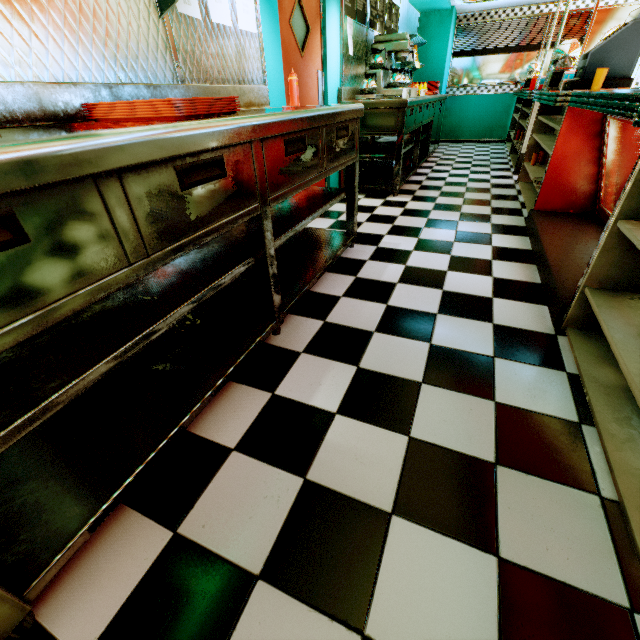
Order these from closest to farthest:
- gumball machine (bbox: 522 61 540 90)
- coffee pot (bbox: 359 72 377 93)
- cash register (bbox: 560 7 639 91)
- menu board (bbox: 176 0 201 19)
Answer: menu board (bbox: 176 0 201 19), cash register (bbox: 560 7 639 91), coffee pot (bbox: 359 72 377 93), gumball machine (bbox: 522 61 540 90)

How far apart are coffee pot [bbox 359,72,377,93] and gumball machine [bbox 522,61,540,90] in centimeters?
446cm

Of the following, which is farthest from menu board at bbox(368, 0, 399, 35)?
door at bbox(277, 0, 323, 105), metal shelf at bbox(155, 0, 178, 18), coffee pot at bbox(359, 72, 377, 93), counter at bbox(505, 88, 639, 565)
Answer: metal shelf at bbox(155, 0, 178, 18)

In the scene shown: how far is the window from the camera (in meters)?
7.51

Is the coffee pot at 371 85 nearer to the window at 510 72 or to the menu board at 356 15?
the menu board at 356 15

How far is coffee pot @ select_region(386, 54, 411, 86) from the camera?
4.48m

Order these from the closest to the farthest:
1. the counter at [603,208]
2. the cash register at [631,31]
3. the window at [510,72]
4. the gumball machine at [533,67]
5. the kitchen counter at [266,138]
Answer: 1. the kitchen counter at [266,138]
2. the counter at [603,208]
3. the cash register at [631,31]
4. the gumball machine at [533,67]
5. the window at [510,72]

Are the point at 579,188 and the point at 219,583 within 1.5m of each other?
no
